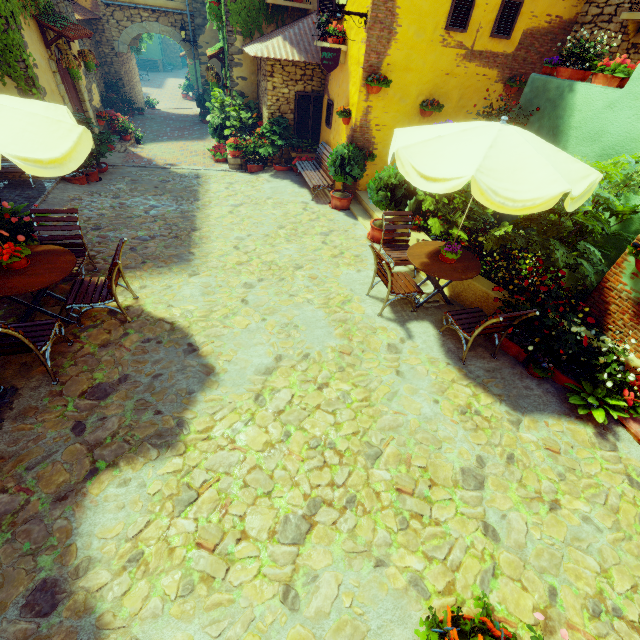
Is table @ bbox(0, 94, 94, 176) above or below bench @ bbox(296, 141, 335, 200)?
above

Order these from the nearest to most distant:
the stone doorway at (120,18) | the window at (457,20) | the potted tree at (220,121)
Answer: the window at (457,20), the potted tree at (220,121), the stone doorway at (120,18)

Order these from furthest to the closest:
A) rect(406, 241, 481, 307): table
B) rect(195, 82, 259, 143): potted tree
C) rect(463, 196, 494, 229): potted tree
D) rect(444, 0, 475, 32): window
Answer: rect(195, 82, 259, 143): potted tree, rect(444, 0, 475, 32): window, rect(463, 196, 494, 229): potted tree, rect(406, 241, 481, 307): table

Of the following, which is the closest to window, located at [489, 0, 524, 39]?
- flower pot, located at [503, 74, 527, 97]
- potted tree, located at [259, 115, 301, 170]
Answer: flower pot, located at [503, 74, 527, 97]

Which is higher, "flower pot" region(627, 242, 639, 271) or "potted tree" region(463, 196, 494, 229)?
"flower pot" region(627, 242, 639, 271)

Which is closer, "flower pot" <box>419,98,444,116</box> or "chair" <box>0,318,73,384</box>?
"chair" <box>0,318,73,384</box>

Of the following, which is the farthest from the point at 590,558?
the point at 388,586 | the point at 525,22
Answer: the point at 525,22

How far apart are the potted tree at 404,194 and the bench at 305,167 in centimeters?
209cm
